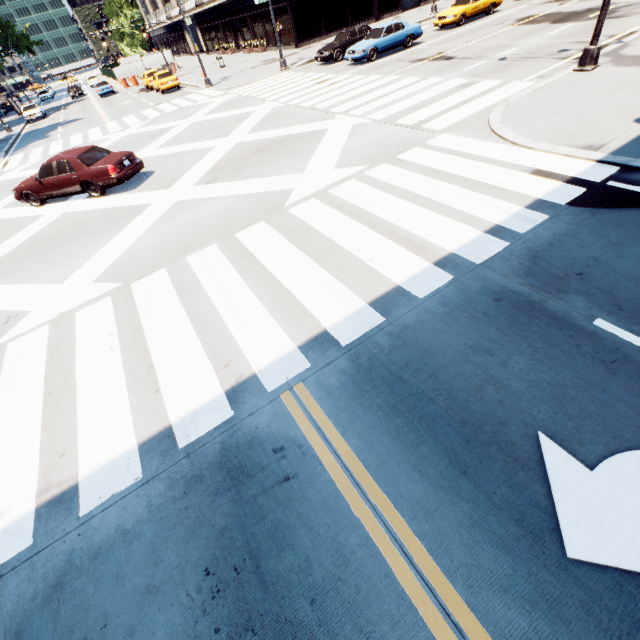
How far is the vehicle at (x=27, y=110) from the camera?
35.06m

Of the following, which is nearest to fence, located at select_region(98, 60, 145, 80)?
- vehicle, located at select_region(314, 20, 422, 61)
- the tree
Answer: the tree

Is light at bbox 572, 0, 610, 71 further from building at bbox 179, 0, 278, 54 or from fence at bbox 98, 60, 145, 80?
fence at bbox 98, 60, 145, 80

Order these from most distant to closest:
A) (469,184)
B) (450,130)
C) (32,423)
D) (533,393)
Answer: (450,130)
(469,184)
(32,423)
(533,393)

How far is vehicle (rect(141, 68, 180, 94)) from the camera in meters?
28.6

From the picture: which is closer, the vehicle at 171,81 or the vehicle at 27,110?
the vehicle at 171,81

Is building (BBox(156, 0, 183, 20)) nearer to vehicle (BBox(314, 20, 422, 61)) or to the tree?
the tree

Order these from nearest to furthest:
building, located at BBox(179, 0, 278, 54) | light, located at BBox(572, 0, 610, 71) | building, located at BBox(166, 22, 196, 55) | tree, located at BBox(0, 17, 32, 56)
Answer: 1. light, located at BBox(572, 0, 610, 71)
2. building, located at BBox(179, 0, 278, 54)
3. building, located at BBox(166, 22, 196, 55)
4. tree, located at BBox(0, 17, 32, 56)
